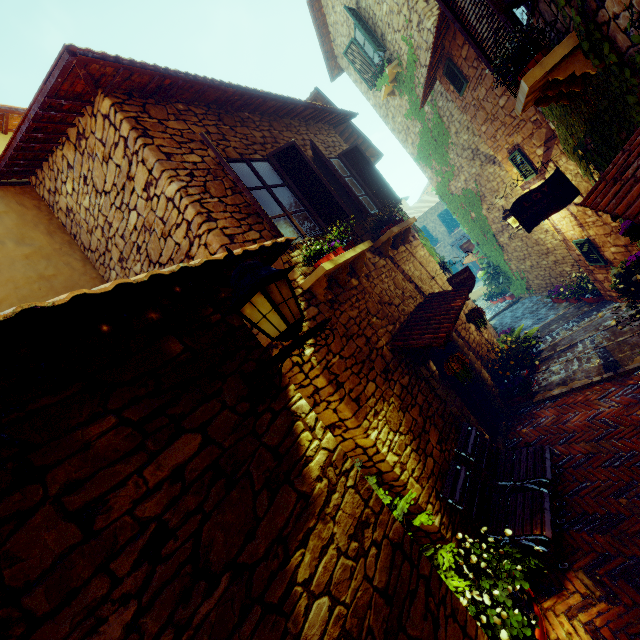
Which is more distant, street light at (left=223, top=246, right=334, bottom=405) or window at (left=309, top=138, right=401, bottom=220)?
window at (left=309, top=138, right=401, bottom=220)

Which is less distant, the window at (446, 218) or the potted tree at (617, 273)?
the potted tree at (617, 273)

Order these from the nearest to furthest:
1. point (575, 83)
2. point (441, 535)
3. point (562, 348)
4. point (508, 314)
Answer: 1. point (575, 83)
2. point (441, 535)
3. point (562, 348)
4. point (508, 314)

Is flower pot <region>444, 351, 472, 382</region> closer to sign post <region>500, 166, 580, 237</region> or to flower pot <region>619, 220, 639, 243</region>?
sign post <region>500, 166, 580, 237</region>

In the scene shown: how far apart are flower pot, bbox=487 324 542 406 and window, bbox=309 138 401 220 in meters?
4.2 m

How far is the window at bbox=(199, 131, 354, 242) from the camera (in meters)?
4.36

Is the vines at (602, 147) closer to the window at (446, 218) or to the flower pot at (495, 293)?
the flower pot at (495, 293)

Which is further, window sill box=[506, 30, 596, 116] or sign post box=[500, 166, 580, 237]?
sign post box=[500, 166, 580, 237]
